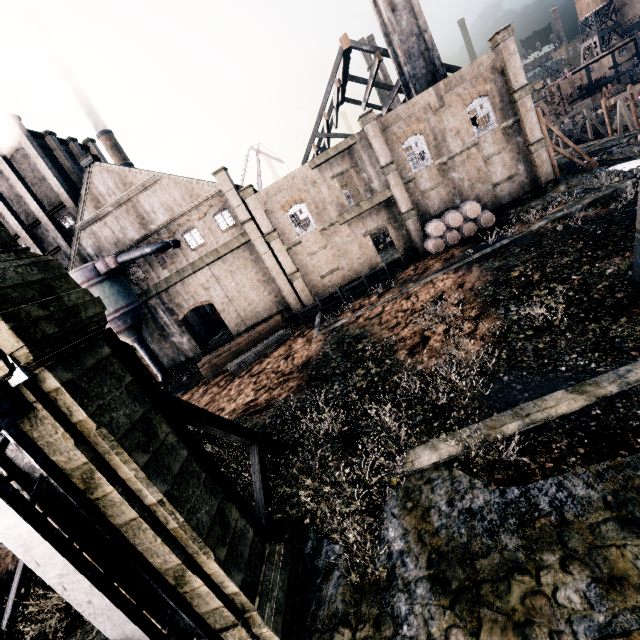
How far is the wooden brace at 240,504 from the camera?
8.4m

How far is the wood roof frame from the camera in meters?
33.6 m

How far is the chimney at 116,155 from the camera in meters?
45.6 m

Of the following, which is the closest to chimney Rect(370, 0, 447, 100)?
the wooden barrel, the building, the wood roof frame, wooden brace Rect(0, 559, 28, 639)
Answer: the wood roof frame

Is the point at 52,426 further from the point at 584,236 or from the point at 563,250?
the point at 584,236

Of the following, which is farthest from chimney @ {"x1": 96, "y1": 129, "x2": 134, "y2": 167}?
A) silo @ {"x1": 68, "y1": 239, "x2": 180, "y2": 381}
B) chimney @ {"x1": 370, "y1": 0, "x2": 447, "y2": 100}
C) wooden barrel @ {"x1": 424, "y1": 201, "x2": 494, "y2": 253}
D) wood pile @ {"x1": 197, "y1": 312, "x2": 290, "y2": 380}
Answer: wooden barrel @ {"x1": 424, "y1": 201, "x2": 494, "y2": 253}

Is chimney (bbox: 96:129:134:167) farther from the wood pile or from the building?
the building

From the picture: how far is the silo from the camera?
29.00m
